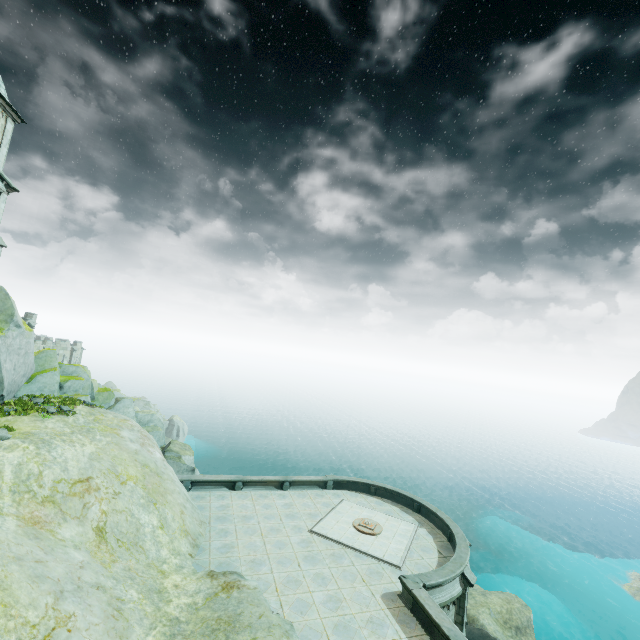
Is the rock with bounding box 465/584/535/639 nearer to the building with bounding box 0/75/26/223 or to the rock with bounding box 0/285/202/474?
the rock with bounding box 0/285/202/474

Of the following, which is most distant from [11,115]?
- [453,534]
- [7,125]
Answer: [453,534]

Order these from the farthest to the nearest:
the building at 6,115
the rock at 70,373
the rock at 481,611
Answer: the building at 6,115 → the rock at 481,611 → the rock at 70,373

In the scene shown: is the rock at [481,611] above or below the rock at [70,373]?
below

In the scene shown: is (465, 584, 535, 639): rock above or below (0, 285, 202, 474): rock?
below

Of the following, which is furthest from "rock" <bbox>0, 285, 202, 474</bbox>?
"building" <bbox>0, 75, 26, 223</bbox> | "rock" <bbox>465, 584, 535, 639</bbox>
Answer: "rock" <bbox>465, 584, 535, 639</bbox>

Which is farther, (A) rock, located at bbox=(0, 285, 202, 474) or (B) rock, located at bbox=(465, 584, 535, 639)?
(B) rock, located at bbox=(465, 584, 535, 639)

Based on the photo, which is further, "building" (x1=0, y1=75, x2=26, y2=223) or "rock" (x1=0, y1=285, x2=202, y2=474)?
"building" (x1=0, y1=75, x2=26, y2=223)
